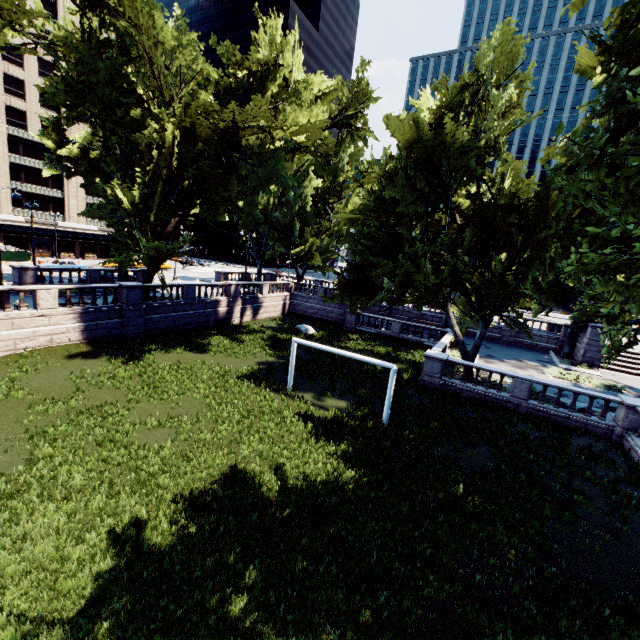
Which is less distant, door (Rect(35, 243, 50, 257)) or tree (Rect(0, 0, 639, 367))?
tree (Rect(0, 0, 639, 367))

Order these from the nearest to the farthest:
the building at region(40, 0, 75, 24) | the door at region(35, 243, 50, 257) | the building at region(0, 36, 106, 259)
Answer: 1. the building at region(0, 36, 106, 259)
2. the building at region(40, 0, 75, 24)
3. the door at region(35, 243, 50, 257)

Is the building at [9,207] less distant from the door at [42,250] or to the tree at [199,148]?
the door at [42,250]

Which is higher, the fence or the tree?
the tree

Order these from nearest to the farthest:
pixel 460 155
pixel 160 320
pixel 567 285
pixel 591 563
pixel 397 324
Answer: pixel 591 563, pixel 460 155, pixel 160 320, pixel 567 285, pixel 397 324

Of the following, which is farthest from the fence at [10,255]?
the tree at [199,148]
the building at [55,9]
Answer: the tree at [199,148]

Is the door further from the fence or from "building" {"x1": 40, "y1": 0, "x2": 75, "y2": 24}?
the fence

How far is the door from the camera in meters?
52.4 m
